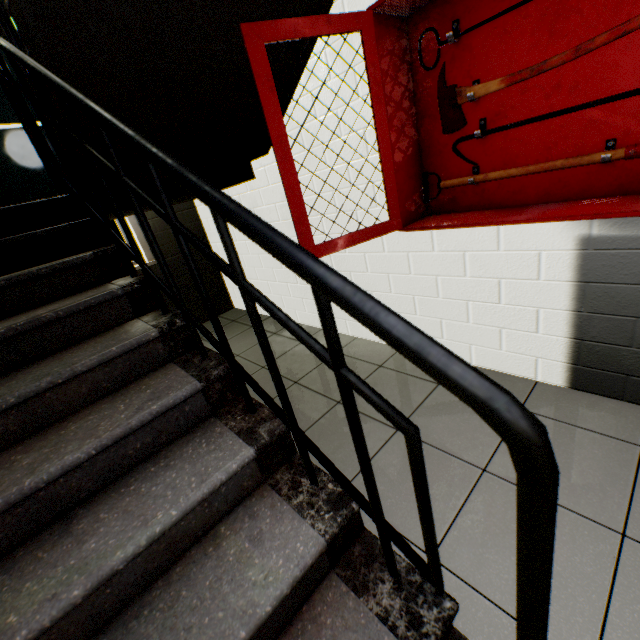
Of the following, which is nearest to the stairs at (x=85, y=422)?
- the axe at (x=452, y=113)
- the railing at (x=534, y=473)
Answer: the railing at (x=534, y=473)

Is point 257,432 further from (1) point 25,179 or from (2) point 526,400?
(1) point 25,179

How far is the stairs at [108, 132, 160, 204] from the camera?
1.9m

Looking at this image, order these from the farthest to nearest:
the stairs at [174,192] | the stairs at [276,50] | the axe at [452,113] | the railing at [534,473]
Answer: the stairs at [174,192] < the stairs at [276,50] < the axe at [452,113] < the railing at [534,473]

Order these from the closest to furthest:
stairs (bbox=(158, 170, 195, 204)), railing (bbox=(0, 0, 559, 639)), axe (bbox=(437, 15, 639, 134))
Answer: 1. railing (bbox=(0, 0, 559, 639))
2. axe (bbox=(437, 15, 639, 134))
3. stairs (bbox=(158, 170, 195, 204))

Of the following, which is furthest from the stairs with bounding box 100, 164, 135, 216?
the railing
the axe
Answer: the axe

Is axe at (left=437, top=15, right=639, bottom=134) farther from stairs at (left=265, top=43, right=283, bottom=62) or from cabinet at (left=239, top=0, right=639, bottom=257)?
stairs at (left=265, top=43, right=283, bottom=62)
